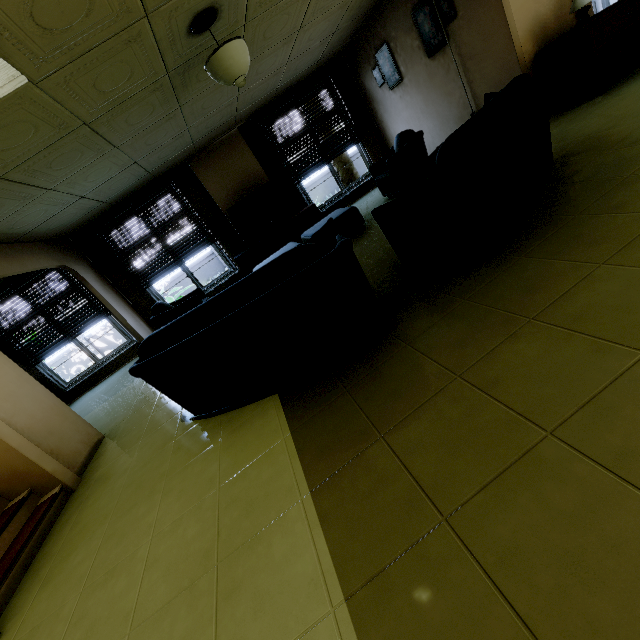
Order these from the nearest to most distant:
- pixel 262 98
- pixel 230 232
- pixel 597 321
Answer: pixel 597 321, pixel 262 98, pixel 230 232

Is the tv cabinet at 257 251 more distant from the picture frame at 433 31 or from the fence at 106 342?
the fence at 106 342

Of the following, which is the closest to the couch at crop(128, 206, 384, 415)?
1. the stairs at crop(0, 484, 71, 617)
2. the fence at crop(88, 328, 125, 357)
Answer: the stairs at crop(0, 484, 71, 617)

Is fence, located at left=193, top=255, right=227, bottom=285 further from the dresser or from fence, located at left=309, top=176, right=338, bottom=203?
the dresser

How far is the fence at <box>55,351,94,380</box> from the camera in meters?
13.1

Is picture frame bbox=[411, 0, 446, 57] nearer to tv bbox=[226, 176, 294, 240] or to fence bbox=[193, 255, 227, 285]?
tv bbox=[226, 176, 294, 240]

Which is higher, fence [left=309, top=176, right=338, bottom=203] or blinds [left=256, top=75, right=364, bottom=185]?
blinds [left=256, top=75, right=364, bottom=185]

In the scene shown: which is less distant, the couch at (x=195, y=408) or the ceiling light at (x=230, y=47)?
the couch at (x=195, y=408)
